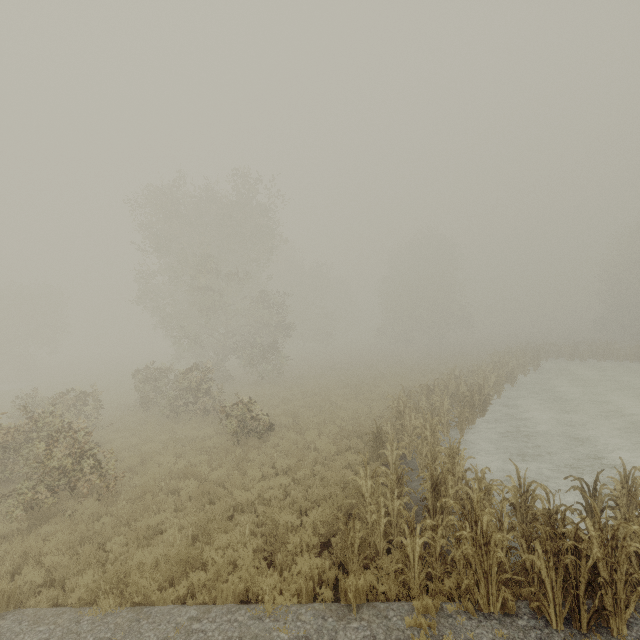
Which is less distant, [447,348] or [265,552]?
[265,552]
